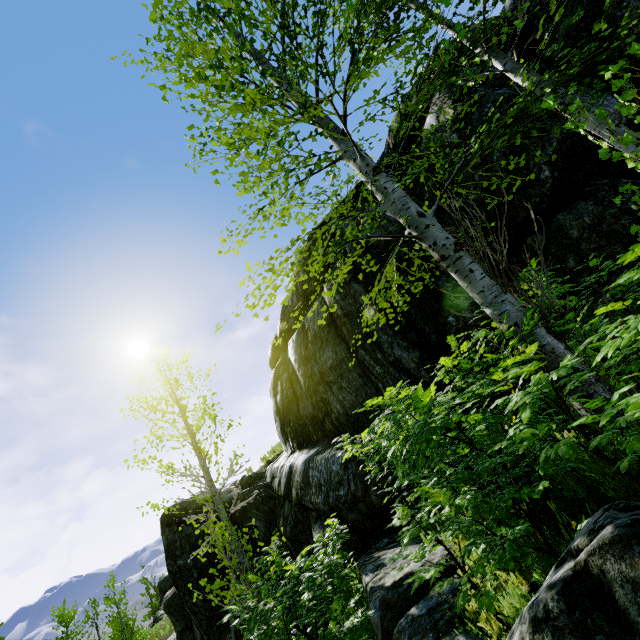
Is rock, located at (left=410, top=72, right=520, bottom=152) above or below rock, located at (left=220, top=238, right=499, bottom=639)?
above

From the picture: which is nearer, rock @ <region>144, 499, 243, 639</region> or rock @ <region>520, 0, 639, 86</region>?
rock @ <region>520, 0, 639, 86</region>

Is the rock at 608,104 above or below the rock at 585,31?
below

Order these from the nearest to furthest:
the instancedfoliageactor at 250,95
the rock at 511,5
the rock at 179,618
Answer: the instancedfoliageactor at 250,95, the rock at 511,5, the rock at 179,618

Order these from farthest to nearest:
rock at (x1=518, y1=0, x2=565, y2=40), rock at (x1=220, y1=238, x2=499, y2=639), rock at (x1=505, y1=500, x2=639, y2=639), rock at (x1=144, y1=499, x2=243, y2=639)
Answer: rock at (x1=144, y1=499, x2=243, y2=639)
rock at (x1=518, y1=0, x2=565, y2=40)
rock at (x1=220, y1=238, x2=499, y2=639)
rock at (x1=505, y1=500, x2=639, y2=639)

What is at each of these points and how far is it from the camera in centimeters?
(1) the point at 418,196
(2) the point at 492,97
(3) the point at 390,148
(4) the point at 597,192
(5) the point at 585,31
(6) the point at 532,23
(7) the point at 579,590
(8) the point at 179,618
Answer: Answer:
(1) rock, 706cm
(2) rock, 521cm
(3) rock, 771cm
(4) rock, 421cm
(5) rock, 549cm
(6) rock, 645cm
(7) rock, 119cm
(8) rock, 1723cm
